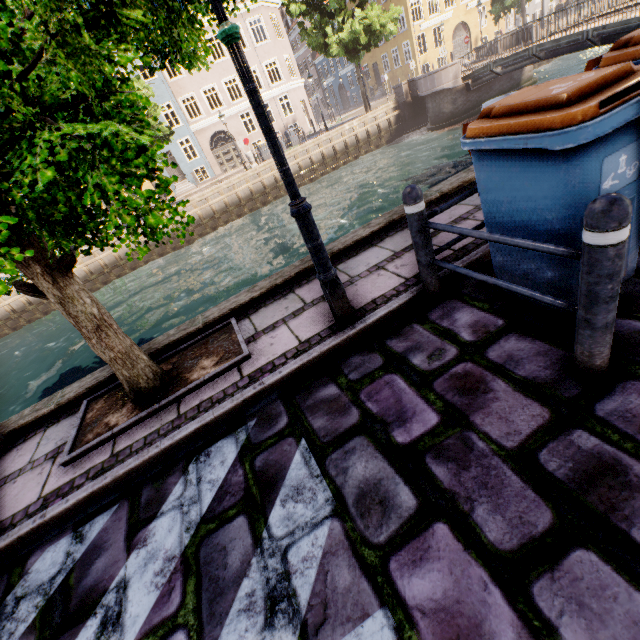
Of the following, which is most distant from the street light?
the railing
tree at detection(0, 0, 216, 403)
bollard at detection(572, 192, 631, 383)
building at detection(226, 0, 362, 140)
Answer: building at detection(226, 0, 362, 140)

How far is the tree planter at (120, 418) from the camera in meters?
A: 3.1 m

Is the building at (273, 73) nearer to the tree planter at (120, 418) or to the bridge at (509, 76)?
the bridge at (509, 76)

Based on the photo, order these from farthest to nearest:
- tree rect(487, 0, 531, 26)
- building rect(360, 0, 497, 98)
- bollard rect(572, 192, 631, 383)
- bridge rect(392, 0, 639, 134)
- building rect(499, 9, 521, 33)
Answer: building rect(499, 9, 521, 33)
building rect(360, 0, 497, 98)
tree rect(487, 0, 531, 26)
bridge rect(392, 0, 639, 134)
bollard rect(572, 192, 631, 383)

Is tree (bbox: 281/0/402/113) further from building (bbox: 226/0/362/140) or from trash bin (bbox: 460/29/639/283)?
building (bbox: 226/0/362/140)

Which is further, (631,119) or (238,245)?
(238,245)

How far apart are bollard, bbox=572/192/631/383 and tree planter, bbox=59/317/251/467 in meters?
2.7
